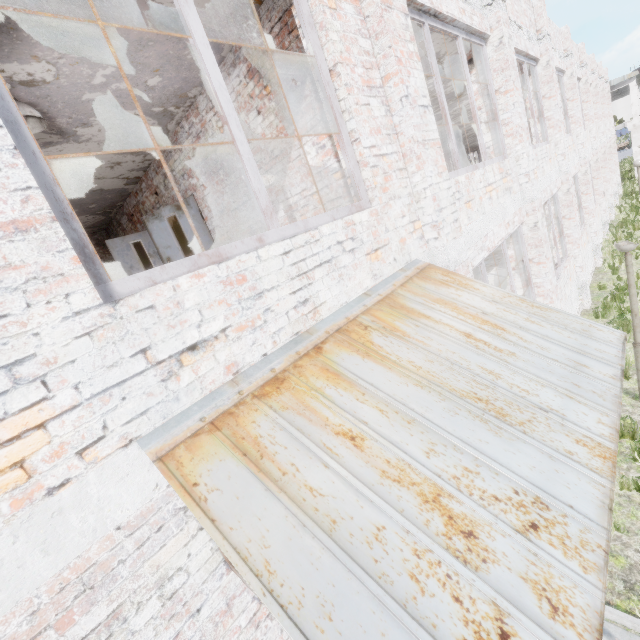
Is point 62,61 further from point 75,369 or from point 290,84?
point 75,369

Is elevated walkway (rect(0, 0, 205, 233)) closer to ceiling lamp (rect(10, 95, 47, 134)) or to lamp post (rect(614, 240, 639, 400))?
ceiling lamp (rect(10, 95, 47, 134))

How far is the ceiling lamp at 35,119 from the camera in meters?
3.3

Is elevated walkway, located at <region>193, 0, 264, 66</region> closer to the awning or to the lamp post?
the awning

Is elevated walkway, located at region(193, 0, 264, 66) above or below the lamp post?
above

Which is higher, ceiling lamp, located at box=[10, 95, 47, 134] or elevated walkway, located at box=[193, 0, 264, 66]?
elevated walkway, located at box=[193, 0, 264, 66]

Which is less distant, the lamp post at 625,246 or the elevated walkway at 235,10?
the elevated walkway at 235,10
